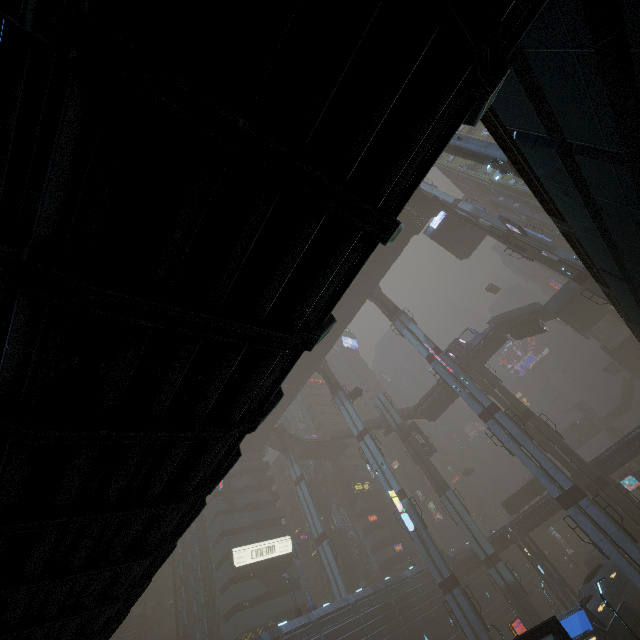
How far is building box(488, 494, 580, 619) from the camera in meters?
40.3

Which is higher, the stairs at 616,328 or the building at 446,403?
the building at 446,403

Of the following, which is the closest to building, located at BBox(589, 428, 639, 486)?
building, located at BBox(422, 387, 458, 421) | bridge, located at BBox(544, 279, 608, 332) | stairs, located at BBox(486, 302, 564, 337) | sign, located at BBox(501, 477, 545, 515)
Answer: sign, located at BBox(501, 477, 545, 515)

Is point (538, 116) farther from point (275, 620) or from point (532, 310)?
point (275, 620)

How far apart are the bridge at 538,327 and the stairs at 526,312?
0.0 meters

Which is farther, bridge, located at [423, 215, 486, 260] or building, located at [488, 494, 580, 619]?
bridge, located at [423, 215, 486, 260]

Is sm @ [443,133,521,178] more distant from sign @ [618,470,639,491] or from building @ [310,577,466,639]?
sign @ [618,470,639,491]

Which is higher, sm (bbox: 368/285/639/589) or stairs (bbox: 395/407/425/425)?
stairs (bbox: 395/407/425/425)
